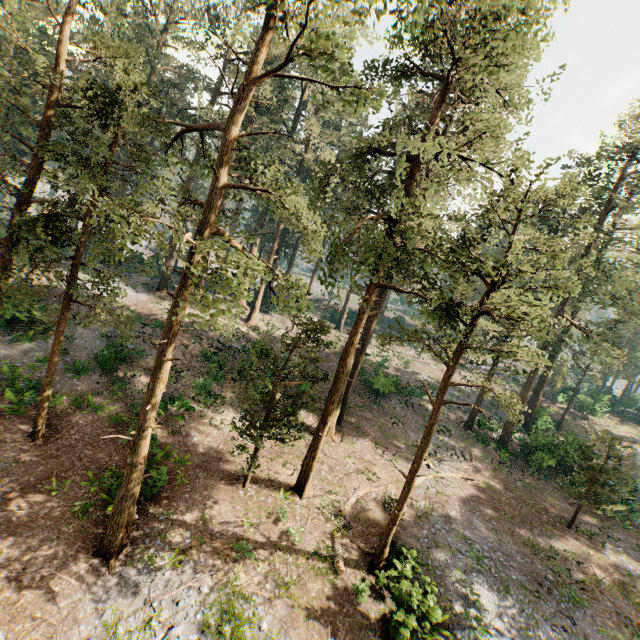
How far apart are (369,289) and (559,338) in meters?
30.3 m
